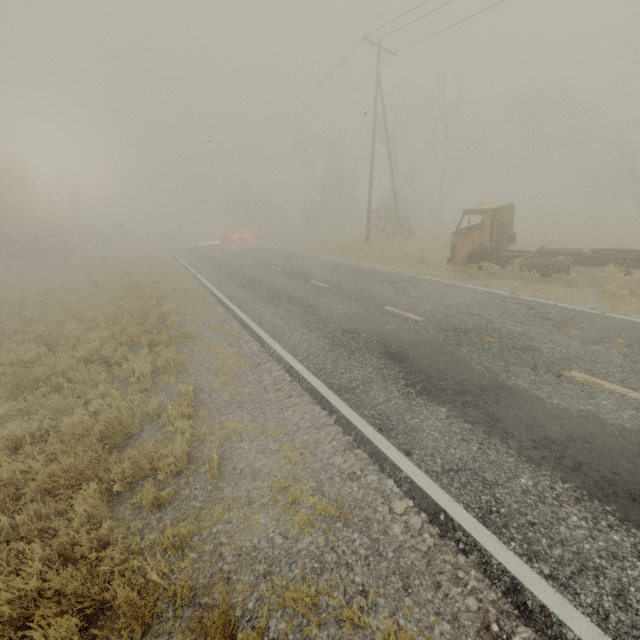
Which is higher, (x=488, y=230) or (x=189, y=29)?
(x=189, y=29)

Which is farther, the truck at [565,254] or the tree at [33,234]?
the tree at [33,234]

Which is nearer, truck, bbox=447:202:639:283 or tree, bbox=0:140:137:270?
truck, bbox=447:202:639:283
